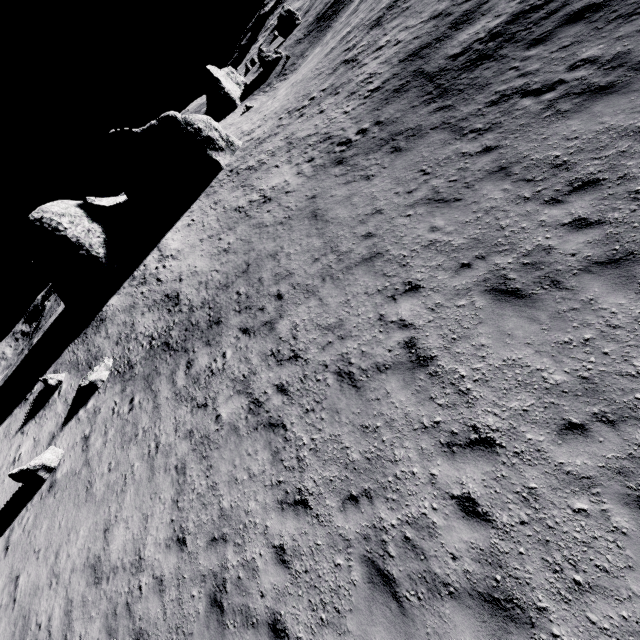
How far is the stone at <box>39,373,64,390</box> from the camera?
19.6m

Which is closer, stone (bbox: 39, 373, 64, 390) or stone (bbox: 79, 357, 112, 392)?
stone (bbox: 79, 357, 112, 392)

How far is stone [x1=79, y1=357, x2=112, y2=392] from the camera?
17.2m

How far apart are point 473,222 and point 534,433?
5.3m

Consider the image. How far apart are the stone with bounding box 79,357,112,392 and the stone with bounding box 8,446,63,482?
2.9m

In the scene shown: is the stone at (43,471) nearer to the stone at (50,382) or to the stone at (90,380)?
the stone at (90,380)

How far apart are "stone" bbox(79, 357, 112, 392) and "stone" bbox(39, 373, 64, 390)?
3.44m
